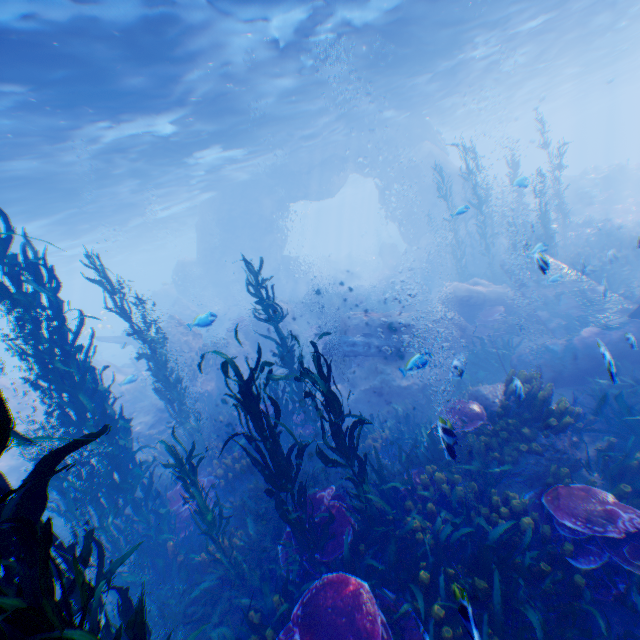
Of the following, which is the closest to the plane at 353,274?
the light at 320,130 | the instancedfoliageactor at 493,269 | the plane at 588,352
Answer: the light at 320,130

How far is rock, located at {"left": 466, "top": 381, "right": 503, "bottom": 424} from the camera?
7.65m

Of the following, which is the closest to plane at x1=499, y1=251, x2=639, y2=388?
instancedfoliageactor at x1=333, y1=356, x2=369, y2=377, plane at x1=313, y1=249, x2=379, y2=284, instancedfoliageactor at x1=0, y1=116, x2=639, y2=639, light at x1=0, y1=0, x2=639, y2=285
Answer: instancedfoliageactor at x1=0, y1=116, x2=639, y2=639

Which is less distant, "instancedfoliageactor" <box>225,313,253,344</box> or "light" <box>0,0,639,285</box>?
"instancedfoliageactor" <box>225,313,253,344</box>

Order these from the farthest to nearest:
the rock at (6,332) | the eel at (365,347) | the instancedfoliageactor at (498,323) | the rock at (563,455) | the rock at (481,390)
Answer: the rock at (6,332)
the eel at (365,347)
the instancedfoliageactor at (498,323)
the rock at (481,390)
the rock at (563,455)

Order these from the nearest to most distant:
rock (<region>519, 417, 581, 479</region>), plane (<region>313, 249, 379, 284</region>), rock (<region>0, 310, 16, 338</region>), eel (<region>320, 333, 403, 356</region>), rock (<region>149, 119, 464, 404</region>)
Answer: rock (<region>519, 417, 581, 479</region>), eel (<region>320, 333, 403, 356</region>), rock (<region>149, 119, 464, 404</region>), plane (<region>313, 249, 379, 284</region>), rock (<region>0, 310, 16, 338</region>)

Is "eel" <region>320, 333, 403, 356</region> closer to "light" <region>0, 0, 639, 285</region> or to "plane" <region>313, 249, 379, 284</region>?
"light" <region>0, 0, 639, 285</region>

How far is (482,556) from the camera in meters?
4.3 m
